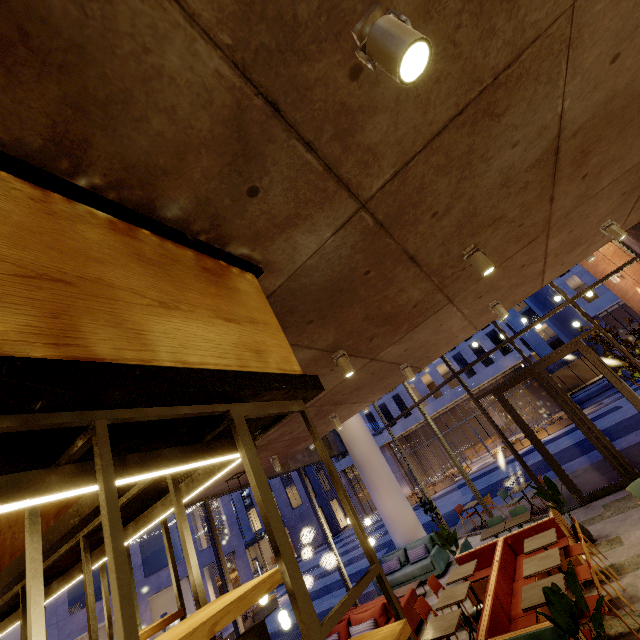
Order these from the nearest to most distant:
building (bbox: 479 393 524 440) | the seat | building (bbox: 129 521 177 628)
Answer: the seat → building (bbox: 129 521 177 628) → building (bbox: 479 393 524 440)

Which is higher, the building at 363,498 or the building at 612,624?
the building at 363,498

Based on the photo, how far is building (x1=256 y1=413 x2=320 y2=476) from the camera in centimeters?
611cm

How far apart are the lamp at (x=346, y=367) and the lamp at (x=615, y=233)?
3.8 meters

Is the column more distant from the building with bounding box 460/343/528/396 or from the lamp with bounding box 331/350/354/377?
the building with bounding box 460/343/528/396

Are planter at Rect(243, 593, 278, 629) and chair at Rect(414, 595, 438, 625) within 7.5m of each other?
no

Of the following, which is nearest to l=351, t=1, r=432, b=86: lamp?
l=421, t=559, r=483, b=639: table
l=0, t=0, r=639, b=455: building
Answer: l=0, t=0, r=639, b=455: building

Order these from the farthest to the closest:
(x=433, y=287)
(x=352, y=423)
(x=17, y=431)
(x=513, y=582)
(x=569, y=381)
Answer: (x=569, y=381) → (x=352, y=423) → (x=513, y=582) → (x=433, y=287) → (x=17, y=431)
